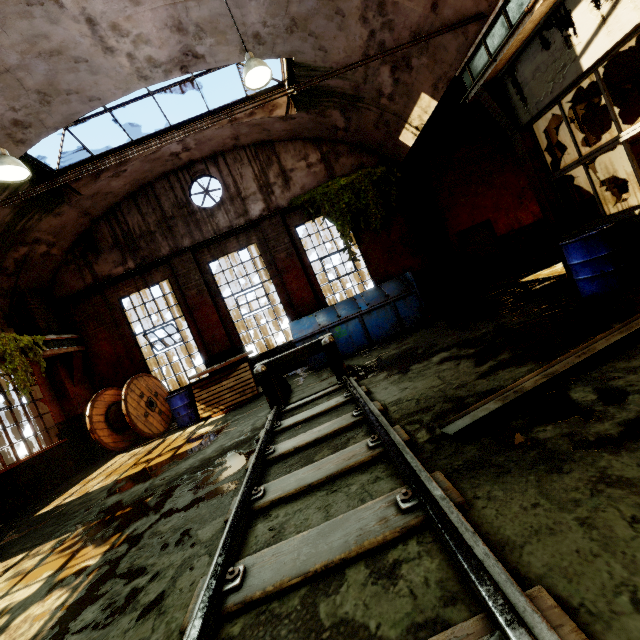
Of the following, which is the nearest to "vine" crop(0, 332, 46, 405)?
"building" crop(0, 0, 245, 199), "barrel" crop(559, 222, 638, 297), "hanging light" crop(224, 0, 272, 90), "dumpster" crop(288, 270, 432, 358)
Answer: "building" crop(0, 0, 245, 199)

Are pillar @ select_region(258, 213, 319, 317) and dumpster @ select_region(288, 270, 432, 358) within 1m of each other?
yes

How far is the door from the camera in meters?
11.2

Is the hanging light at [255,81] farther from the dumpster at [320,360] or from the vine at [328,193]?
the dumpster at [320,360]

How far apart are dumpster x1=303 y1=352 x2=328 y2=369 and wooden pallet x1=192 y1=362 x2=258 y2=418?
0.01m

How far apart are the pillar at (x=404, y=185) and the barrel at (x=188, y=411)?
8.60m

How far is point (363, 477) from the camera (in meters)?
2.73

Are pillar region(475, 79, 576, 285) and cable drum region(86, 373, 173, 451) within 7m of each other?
no
